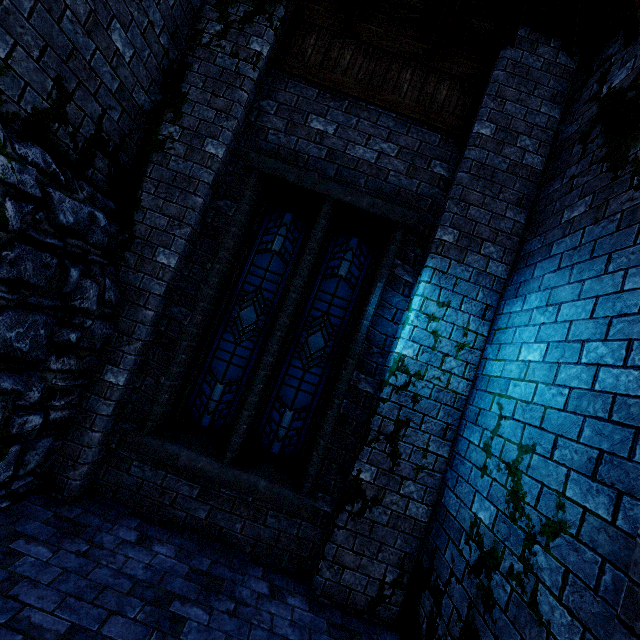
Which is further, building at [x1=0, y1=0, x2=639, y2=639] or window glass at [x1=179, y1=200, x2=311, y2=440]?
window glass at [x1=179, y1=200, x2=311, y2=440]

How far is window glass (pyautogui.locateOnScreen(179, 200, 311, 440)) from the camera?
4.29m

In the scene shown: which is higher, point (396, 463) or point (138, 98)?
point (138, 98)

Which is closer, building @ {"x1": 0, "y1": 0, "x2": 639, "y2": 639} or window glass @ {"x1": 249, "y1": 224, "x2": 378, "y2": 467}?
building @ {"x1": 0, "y1": 0, "x2": 639, "y2": 639}

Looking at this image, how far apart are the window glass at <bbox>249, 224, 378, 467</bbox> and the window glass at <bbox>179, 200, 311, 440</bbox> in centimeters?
26cm

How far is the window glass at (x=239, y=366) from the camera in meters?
4.3

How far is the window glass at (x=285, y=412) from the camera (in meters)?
4.27

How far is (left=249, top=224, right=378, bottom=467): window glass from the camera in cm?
427
